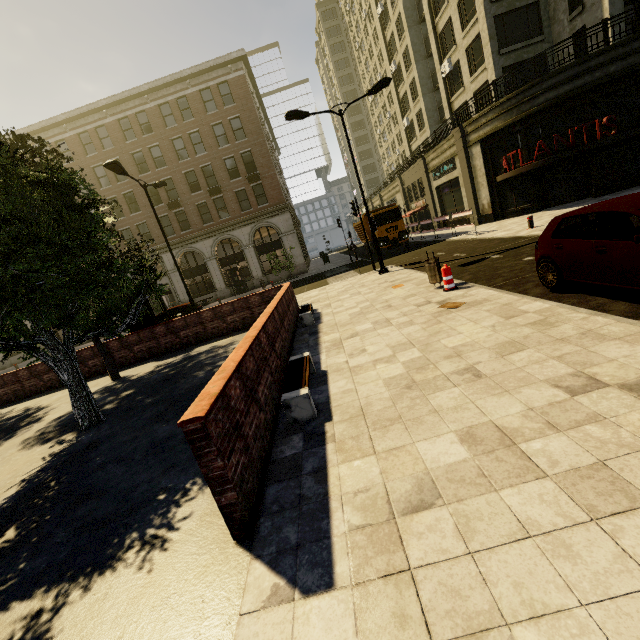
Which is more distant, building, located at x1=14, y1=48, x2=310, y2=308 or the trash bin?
building, located at x1=14, y1=48, x2=310, y2=308

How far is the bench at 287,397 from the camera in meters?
4.4 m

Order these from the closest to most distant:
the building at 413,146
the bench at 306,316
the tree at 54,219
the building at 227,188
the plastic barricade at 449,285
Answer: the tree at 54,219, the plastic barricade at 449,285, the bench at 306,316, the building at 413,146, the building at 227,188

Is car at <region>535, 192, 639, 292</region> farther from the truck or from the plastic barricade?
the truck

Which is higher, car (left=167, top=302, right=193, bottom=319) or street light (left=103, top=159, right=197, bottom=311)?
street light (left=103, top=159, right=197, bottom=311)

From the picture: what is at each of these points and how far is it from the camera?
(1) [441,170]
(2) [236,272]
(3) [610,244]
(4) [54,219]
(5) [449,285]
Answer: (1) sign, 27.56m
(2) phone booth, 32.38m
(3) car, 4.85m
(4) tree, 6.53m
(5) plastic barricade, 8.69m

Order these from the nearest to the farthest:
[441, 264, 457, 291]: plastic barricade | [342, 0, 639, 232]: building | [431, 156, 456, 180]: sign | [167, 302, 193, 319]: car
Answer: [441, 264, 457, 291]: plastic barricade
[342, 0, 639, 232]: building
[167, 302, 193, 319]: car
[431, 156, 456, 180]: sign

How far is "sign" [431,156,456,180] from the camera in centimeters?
2537cm
